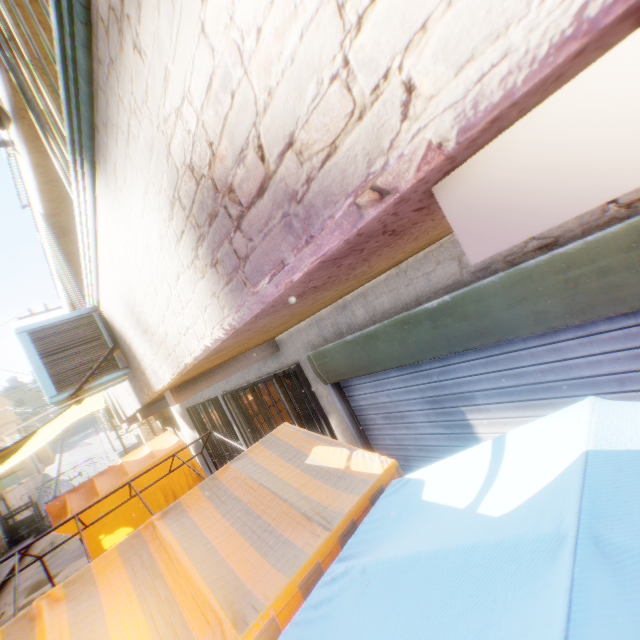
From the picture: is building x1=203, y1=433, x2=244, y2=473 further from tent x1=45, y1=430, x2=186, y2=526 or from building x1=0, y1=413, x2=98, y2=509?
building x1=0, y1=413, x2=98, y2=509

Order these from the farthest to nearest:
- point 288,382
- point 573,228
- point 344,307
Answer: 1. point 288,382
2. point 344,307
3. point 573,228

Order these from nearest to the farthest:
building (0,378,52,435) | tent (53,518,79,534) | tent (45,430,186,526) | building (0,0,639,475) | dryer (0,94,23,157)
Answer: building (0,0,639,475)
dryer (0,94,23,157)
tent (53,518,79,534)
tent (45,430,186,526)
building (0,378,52,435)

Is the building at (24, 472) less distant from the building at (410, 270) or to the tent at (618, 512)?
the building at (410, 270)

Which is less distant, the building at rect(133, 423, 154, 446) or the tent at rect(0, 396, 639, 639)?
the tent at rect(0, 396, 639, 639)

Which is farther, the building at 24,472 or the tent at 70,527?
the building at 24,472

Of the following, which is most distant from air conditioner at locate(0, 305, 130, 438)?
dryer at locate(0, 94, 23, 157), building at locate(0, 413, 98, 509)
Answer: building at locate(0, 413, 98, 509)
